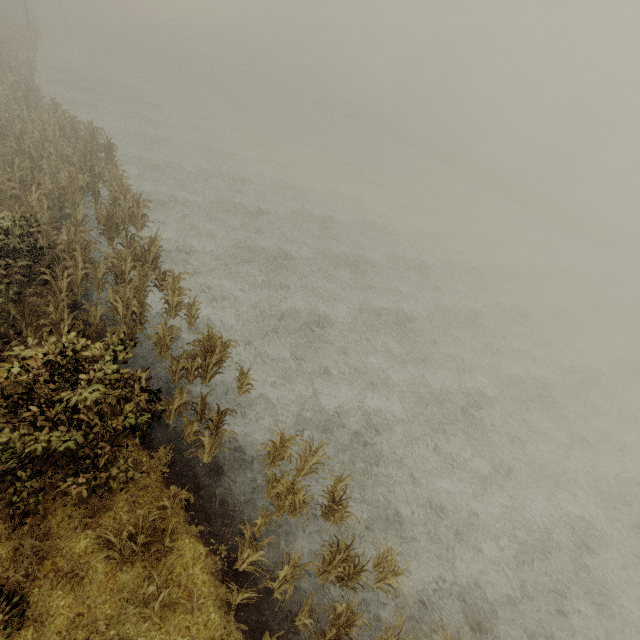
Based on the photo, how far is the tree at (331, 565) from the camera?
6.07m

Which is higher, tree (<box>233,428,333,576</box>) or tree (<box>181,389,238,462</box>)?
tree (<box>181,389,238,462</box>)

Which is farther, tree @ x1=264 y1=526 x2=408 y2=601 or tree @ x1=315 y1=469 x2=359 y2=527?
tree @ x1=315 y1=469 x2=359 y2=527

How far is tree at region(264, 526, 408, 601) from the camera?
6.1m

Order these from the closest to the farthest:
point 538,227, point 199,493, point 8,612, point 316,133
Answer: point 8,612 → point 199,493 → point 538,227 → point 316,133
